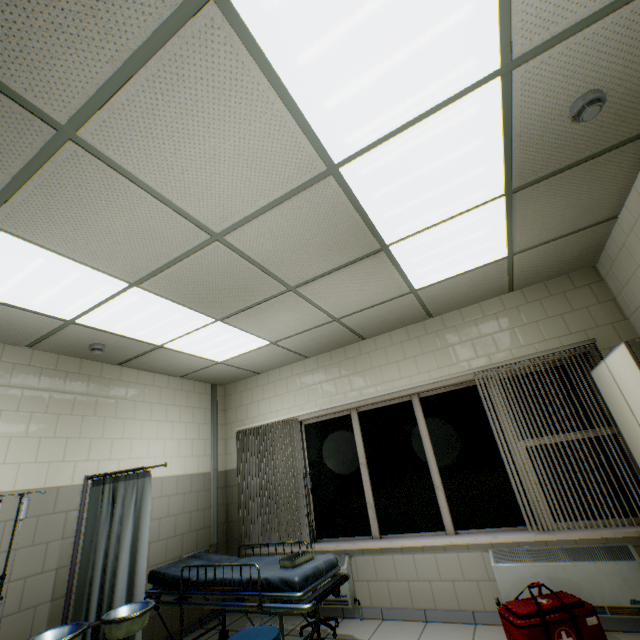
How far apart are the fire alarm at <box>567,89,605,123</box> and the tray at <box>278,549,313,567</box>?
4.1 meters

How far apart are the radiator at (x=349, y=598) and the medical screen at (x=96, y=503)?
1.9 meters

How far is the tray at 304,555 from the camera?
3.0 meters

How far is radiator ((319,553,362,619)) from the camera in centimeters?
376cm

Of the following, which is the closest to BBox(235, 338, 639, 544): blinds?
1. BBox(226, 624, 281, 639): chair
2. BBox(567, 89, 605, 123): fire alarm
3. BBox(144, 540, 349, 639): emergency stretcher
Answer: BBox(144, 540, 349, 639): emergency stretcher

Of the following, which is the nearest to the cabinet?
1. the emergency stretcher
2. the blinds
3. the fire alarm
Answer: the blinds

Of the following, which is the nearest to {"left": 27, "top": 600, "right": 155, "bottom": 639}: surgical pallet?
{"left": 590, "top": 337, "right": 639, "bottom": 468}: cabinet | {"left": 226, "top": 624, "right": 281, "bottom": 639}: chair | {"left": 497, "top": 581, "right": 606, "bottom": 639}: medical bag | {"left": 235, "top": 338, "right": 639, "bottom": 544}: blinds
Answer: {"left": 226, "top": 624, "right": 281, "bottom": 639}: chair

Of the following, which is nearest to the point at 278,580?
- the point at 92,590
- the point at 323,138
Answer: the point at 92,590
